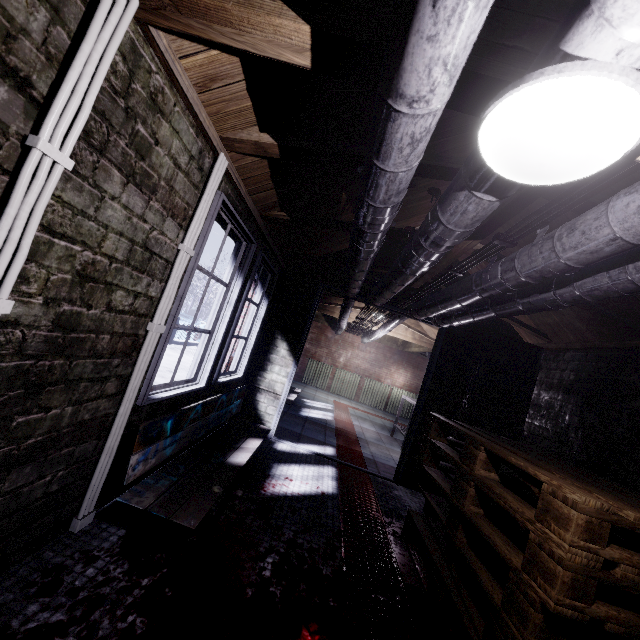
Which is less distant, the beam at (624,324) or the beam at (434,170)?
the beam at (434,170)

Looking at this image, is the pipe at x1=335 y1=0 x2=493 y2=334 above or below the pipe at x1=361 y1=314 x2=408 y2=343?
below

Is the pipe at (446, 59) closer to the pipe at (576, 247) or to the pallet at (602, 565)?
the pipe at (576, 247)

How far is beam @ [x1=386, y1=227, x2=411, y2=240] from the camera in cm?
251

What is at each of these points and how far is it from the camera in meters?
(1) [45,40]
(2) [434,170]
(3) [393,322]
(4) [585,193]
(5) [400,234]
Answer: (1) window, 0.8
(2) beam, 1.6
(3) pipe, 5.3
(4) wire, 1.1
(5) beam, 2.5

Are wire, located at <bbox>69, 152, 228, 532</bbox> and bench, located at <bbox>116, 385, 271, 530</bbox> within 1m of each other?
yes

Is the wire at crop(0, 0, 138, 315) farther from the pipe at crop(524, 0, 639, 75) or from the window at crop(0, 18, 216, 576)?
the pipe at crop(524, 0, 639, 75)

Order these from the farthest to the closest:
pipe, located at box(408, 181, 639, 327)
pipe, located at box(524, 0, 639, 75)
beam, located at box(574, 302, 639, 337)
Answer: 1. beam, located at box(574, 302, 639, 337)
2. pipe, located at box(408, 181, 639, 327)
3. pipe, located at box(524, 0, 639, 75)
